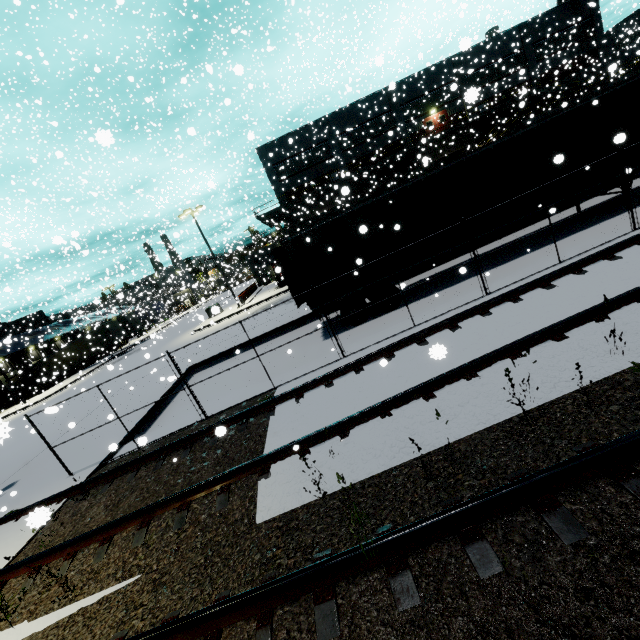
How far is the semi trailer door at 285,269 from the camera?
12.89m

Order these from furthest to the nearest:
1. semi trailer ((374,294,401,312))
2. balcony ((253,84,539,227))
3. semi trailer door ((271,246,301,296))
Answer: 1. balcony ((253,84,539,227))
2. semi trailer door ((271,246,301,296))
3. semi trailer ((374,294,401,312))

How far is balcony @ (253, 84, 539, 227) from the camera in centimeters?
3409cm

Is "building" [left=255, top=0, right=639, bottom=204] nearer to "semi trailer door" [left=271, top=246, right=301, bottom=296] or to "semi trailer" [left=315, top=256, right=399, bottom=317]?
"semi trailer" [left=315, top=256, right=399, bottom=317]

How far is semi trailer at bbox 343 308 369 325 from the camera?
11.88m

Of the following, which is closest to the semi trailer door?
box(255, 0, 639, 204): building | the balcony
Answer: box(255, 0, 639, 204): building

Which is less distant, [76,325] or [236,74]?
[236,74]

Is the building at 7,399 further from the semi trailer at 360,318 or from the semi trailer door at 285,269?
the semi trailer door at 285,269
